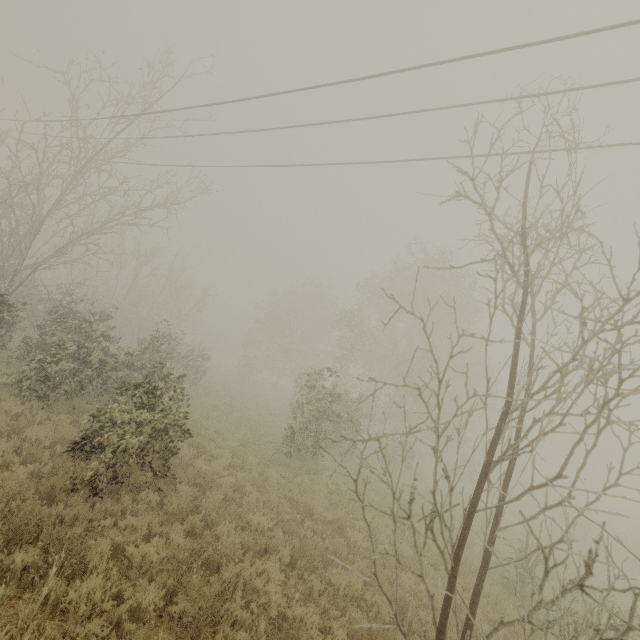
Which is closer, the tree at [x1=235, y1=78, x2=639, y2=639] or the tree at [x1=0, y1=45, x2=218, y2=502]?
the tree at [x1=235, y1=78, x2=639, y2=639]

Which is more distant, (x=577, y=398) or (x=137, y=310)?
(x=137, y=310)

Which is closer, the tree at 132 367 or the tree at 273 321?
the tree at 273 321
